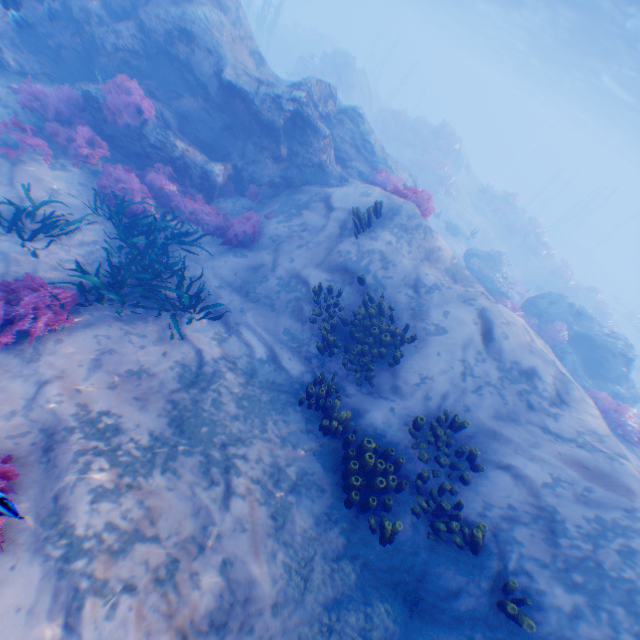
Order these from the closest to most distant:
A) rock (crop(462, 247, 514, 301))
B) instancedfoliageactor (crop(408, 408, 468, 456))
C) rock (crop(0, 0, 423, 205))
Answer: instancedfoliageactor (crop(408, 408, 468, 456)), rock (crop(0, 0, 423, 205)), rock (crop(462, 247, 514, 301))

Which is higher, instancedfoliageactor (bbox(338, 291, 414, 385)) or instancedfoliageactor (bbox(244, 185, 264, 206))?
instancedfoliageactor (bbox(338, 291, 414, 385))

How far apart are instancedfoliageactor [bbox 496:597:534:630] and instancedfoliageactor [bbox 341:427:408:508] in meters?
1.7 m

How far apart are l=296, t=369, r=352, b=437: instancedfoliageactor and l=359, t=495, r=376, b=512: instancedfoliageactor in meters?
0.2

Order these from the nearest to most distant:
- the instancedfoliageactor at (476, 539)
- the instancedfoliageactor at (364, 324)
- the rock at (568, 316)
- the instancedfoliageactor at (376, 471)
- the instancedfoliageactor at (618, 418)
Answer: the instancedfoliageactor at (476, 539) → the instancedfoliageactor at (376, 471) → the instancedfoliageactor at (364, 324) → the instancedfoliageactor at (618, 418) → the rock at (568, 316)

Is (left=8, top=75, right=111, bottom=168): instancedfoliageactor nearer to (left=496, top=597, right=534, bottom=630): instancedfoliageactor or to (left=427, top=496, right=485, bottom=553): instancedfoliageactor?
(left=427, top=496, right=485, bottom=553): instancedfoliageactor

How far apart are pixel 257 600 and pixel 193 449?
2.1m

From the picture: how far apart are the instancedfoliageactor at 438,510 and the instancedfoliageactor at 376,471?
0.23m
